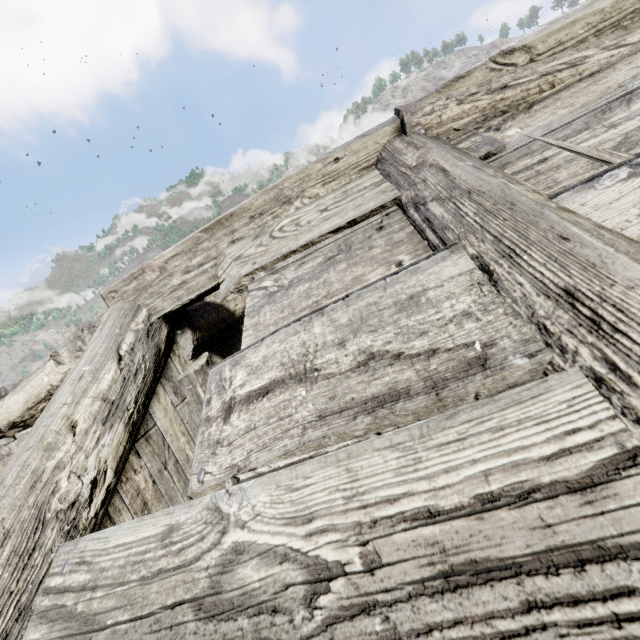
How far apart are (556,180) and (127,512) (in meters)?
2.68
